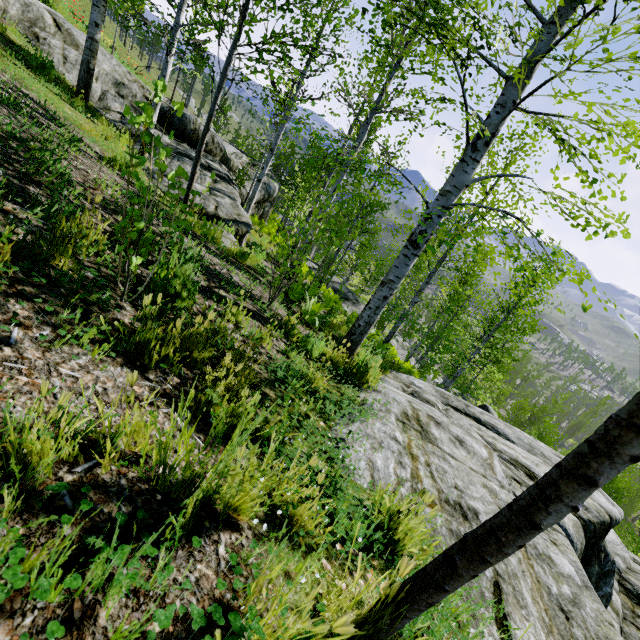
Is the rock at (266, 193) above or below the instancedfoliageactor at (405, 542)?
below

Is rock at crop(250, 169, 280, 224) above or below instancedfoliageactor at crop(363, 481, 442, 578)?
below

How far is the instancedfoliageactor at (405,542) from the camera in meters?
1.0

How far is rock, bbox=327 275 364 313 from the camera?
21.75m

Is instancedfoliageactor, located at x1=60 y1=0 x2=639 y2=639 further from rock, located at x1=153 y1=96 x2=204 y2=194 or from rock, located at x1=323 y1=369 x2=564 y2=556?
rock, located at x1=153 y1=96 x2=204 y2=194

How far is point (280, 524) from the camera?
1.44m

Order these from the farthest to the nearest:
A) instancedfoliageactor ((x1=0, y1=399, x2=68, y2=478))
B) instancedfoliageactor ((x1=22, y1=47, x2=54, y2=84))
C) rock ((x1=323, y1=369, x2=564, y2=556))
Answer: instancedfoliageactor ((x1=22, y1=47, x2=54, y2=84)), rock ((x1=323, y1=369, x2=564, y2=556)), instancedfoliageactor ((x1=0, y1=399, x2=68, y2=478))

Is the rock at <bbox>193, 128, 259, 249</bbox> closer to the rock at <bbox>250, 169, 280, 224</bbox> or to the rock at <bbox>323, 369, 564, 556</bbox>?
the rock at <bbox>250, 169, 280, 224</bbox>
